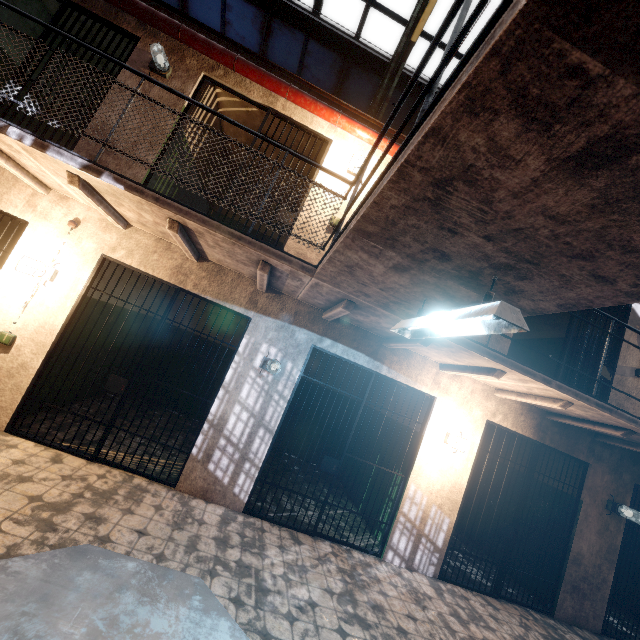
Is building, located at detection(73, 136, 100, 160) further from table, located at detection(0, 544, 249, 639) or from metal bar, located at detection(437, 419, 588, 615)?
table, located at detection(0, 544, 249, 639)

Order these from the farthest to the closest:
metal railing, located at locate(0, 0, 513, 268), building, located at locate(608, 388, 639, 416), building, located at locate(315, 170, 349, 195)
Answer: building, located at locate(608, 388, 639, 416)
building, located at locate(315, 170, 349, 195)
metal railing, located at locate(0, 0, 513, 268)

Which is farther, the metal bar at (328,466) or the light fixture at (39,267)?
the metal bar at (328,466)

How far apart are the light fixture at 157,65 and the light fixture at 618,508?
9.4 meters

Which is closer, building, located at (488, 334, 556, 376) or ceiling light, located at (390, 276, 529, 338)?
ceiling light, located at (390, 276, 529, 338)

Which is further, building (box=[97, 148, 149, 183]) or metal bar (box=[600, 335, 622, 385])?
metal bar (box=[600, 335, 622, 385])

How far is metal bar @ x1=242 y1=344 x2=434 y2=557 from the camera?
4.3 meters

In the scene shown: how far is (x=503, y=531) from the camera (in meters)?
4.89
